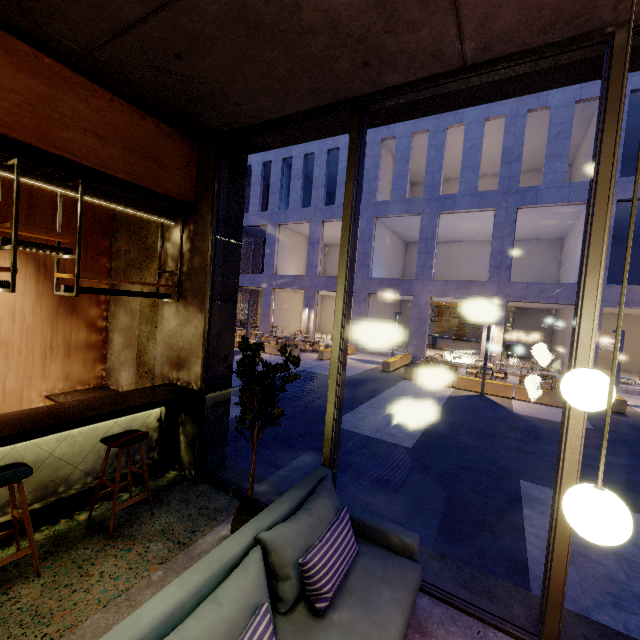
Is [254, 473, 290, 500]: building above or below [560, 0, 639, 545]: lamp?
below

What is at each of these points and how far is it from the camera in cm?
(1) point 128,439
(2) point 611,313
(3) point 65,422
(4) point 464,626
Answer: (1) chair, 328
(2) building, 2102
(3) bar counter, 302
(4) building, 259

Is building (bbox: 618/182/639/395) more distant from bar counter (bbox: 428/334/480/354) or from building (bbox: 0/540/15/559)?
building (bbox: 0/540/15/559)

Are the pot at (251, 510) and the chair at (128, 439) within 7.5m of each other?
yes

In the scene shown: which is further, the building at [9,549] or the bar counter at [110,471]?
the bar counter at [110,471]

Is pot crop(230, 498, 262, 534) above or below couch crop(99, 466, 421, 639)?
below

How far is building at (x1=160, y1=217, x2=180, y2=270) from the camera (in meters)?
4.58

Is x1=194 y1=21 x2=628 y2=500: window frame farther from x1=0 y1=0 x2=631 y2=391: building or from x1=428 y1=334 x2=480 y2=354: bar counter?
x1=428 y1=334 x2=480 y2=354: bar counter
